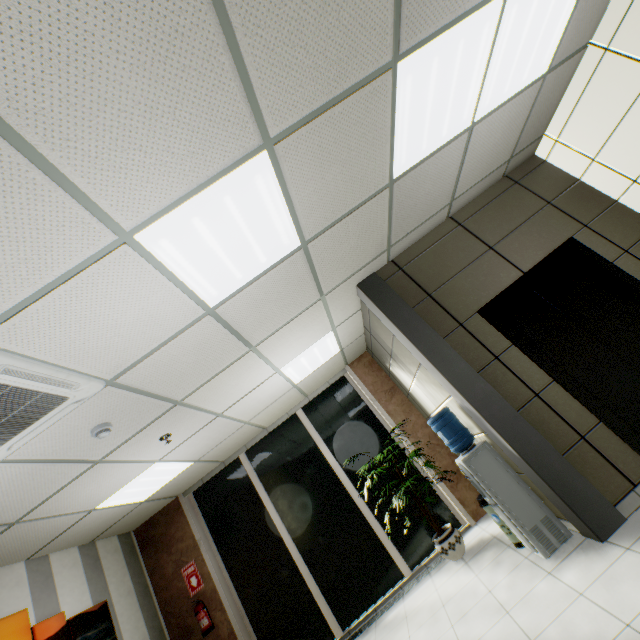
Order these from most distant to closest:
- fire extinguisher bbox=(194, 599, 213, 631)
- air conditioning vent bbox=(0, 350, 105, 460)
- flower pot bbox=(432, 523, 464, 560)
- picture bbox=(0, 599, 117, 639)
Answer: fire extinguisher bbox=(194, 599, 213, 631), flower pot bbox=(432, 523, 464, 560), picture bbox=(0, 599, 117, 639), air conditioning vent bbox=(0, 350, 105, 460)

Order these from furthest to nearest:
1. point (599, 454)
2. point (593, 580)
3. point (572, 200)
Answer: point (572, 200), point (599, 454), point (593, 580)

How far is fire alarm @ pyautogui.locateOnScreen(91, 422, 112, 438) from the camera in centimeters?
294cm

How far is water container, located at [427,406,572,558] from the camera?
3.05m

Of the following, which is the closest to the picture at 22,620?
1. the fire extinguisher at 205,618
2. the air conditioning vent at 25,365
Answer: the fire extinguisher at 205,618

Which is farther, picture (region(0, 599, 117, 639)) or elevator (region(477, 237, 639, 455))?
picture (region(0, 599, 117, 639))

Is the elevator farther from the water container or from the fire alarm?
the fire alarm

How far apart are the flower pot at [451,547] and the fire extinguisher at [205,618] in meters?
3.7 m
